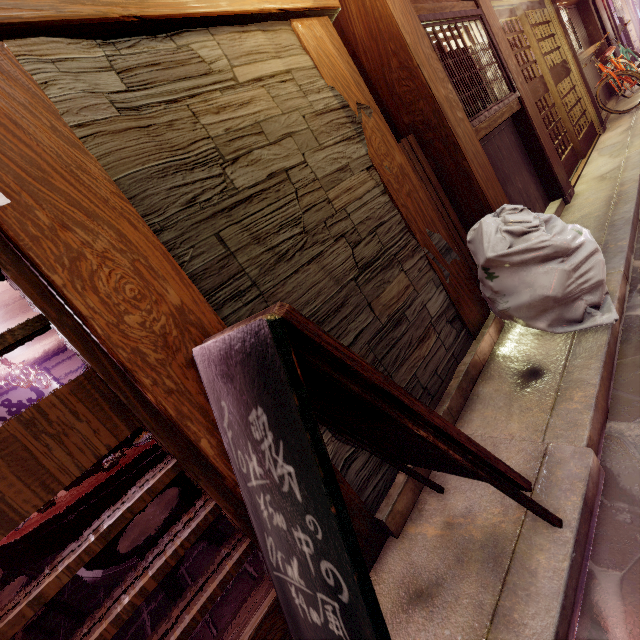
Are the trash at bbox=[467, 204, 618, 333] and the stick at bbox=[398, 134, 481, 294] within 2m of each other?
yes

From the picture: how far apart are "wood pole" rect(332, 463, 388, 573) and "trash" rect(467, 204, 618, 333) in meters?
3.2 m

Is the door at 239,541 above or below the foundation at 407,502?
above

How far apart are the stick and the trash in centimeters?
34cm

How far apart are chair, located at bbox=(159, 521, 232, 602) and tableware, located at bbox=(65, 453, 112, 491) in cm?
A: 117

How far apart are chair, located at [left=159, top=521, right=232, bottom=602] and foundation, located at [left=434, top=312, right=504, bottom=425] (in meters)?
2.25

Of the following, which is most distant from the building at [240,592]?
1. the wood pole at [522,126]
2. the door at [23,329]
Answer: the wood pole at [522,126]

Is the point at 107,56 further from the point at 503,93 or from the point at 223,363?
the point at 503,93
